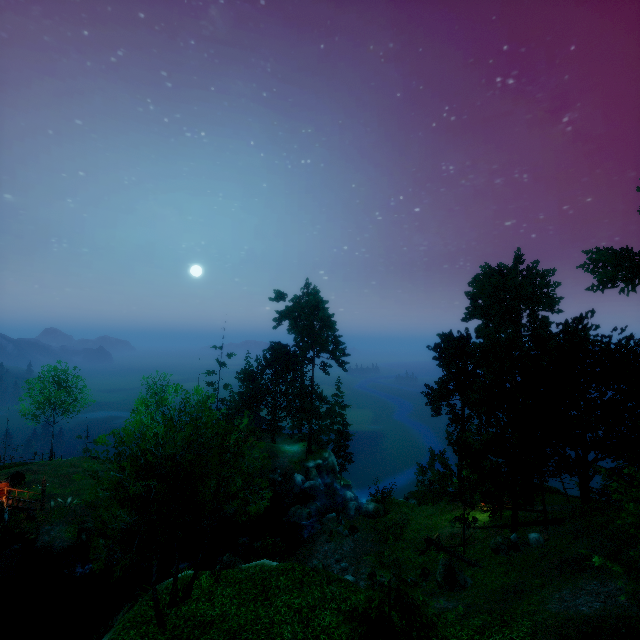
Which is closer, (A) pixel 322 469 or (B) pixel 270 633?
(B) pixel 270 633

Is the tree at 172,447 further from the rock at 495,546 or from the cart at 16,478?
the cart at 16,478

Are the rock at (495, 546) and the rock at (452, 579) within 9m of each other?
yes

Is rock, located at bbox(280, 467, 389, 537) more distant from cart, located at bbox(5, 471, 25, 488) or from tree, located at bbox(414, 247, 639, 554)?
cart, located at bbox(5, 471, 25, 488)

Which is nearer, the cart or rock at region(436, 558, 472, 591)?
rock at region(436, 558, 472, 591)

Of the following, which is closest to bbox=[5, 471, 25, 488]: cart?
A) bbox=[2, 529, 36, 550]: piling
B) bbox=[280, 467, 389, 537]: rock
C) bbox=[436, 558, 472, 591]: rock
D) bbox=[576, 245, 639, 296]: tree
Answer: bbox=[2, 529, 36, 550]: piling

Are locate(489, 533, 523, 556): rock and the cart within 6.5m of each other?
no

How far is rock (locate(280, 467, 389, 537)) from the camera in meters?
29.5
